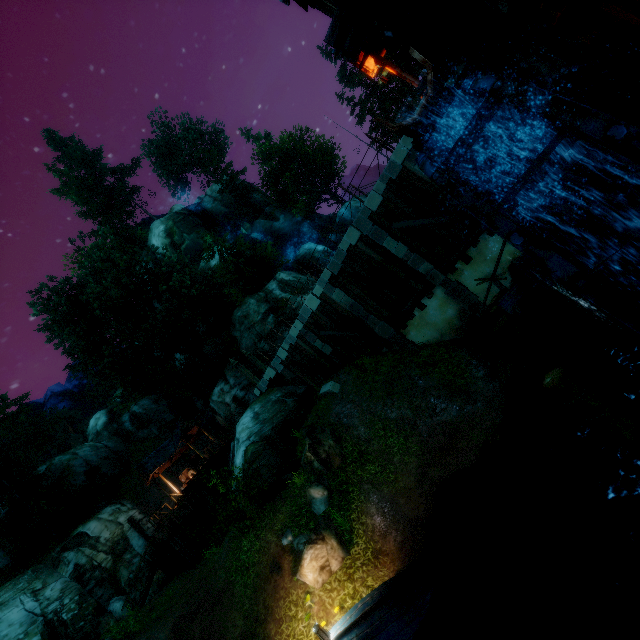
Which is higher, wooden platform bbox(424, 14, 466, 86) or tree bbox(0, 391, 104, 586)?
tree bbox(0, 391, 104, 586)

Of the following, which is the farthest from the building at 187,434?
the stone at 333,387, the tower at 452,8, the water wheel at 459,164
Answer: the tower at 452,8

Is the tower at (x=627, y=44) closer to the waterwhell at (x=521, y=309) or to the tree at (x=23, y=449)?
the waterwhell at (x=521, y=309)

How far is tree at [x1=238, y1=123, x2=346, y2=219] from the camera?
39.4m

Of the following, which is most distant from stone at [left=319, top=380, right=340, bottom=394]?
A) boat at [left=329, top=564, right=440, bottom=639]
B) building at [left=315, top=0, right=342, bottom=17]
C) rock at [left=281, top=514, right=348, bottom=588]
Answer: building at [left=315, top=0, right=342, bottom=17]

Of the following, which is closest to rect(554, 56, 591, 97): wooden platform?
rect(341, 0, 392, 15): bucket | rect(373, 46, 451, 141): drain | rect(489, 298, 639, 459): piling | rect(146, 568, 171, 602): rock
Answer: rect(373, 46, 451, 141): drain

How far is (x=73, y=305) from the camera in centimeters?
2673cm

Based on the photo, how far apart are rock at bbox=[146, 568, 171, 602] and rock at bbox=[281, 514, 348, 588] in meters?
17.3 m
